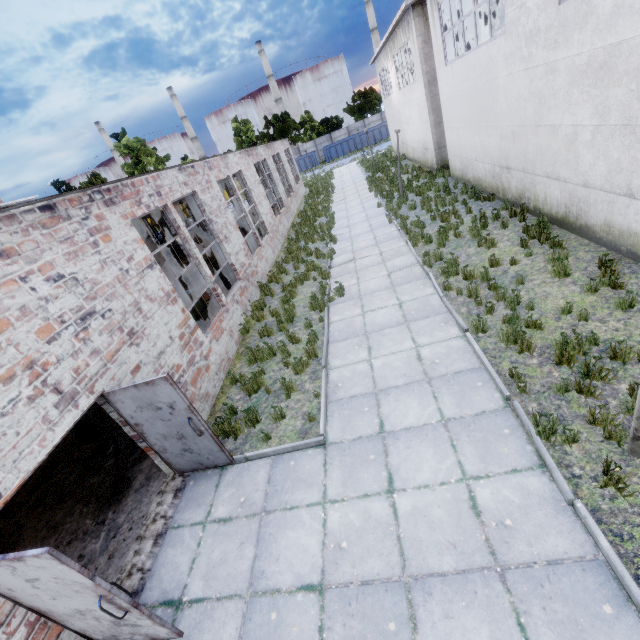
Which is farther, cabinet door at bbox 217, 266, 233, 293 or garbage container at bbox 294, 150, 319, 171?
garbage container at bbox 294, 150, 319, 171

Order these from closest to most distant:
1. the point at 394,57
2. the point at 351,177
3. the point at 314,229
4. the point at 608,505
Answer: the point at 608,505
the point at 314,229
the point at 394,57
the point at 351,177

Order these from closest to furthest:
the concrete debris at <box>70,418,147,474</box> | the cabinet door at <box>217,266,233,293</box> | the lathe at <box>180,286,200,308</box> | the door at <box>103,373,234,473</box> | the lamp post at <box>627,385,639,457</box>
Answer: the lamp post at <box>627,385,639,457</box> < the door at <box>103,373,234,473</box> < the concrete debris at <box>70,418,147,474</box> < the lathe at <box>180,286,200,308</box> < the cabinet door at <box>217,266,233,293</box>

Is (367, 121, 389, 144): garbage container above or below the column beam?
above

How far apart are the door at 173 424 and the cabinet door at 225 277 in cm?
750

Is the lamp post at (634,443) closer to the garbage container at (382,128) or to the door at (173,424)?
the door at (173,424)

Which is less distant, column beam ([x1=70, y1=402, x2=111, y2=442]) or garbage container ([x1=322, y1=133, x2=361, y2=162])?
column beam ([x1=70, y1=402, x2=111, y2=442])

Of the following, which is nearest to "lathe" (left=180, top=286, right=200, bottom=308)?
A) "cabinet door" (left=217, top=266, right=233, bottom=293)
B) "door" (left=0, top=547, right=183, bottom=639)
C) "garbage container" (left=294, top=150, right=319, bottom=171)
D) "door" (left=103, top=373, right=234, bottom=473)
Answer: "cabinet door" (left=217, top=266, right=233, bottom=293)
